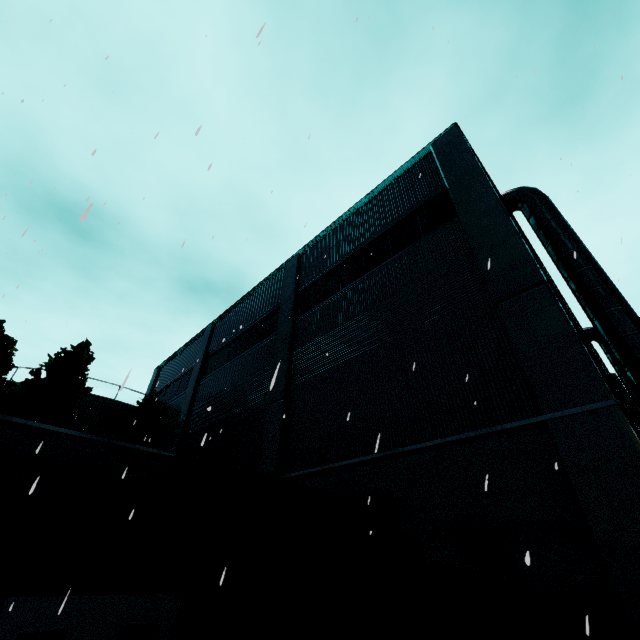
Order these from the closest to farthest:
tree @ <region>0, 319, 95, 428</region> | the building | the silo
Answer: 1. the building
2. tree @ <region>0, 319, 95, 428</region>
3. the silo

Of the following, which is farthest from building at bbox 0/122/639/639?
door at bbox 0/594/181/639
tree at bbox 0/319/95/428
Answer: tree at bbox 0/319/95/428

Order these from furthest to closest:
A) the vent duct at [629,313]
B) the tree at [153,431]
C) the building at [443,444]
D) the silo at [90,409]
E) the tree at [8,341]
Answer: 1. the silo at [90,409]
2. the tree at [153,431]
3. the tree at [8,341]
4. the vent duct at [629,313]
5. the building at [443,444]

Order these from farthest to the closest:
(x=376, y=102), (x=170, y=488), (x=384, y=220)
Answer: (x=384, y=220) → (x=376, y=102) → (x=170, y=488)

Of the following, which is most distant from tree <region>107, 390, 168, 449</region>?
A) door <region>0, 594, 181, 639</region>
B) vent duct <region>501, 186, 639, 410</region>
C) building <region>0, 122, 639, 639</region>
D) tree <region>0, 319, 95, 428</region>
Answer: vent duct <region>501, 186, 639, 410</region>

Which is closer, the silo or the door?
the door

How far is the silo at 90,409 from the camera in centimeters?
2081cm

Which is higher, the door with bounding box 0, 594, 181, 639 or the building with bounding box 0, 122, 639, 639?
the building with bounding box 0, 122, 639, 639
